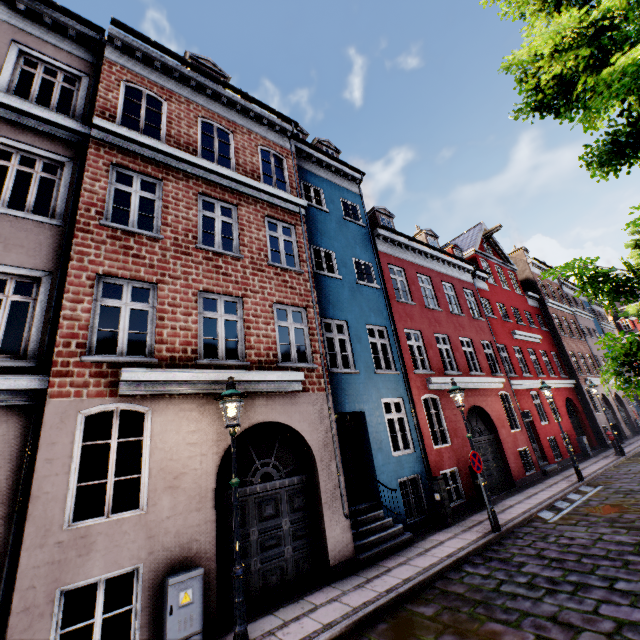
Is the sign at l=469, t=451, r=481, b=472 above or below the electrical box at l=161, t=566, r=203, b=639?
above

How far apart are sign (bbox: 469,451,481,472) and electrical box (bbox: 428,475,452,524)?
1.5 meters

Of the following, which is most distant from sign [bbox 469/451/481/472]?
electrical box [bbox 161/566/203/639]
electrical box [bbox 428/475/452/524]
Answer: electrical box [bbox 161/566/203/639]

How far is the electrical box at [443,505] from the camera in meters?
9.6 m

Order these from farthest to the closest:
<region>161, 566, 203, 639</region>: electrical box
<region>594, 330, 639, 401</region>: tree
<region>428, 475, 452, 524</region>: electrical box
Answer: <region>428, 475, 452, 524</region>: electrical box → <region>161, 566, 203, 639</region>: electrical box → <region>594, 330, 639, 401</region>: tree

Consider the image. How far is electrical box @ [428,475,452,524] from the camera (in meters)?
9.56

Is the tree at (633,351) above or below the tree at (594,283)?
below

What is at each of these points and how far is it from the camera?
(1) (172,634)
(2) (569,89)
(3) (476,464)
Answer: (1) electrical box, 4.8m
(2) tree, 3.0m
(3) sign, 8.7m
